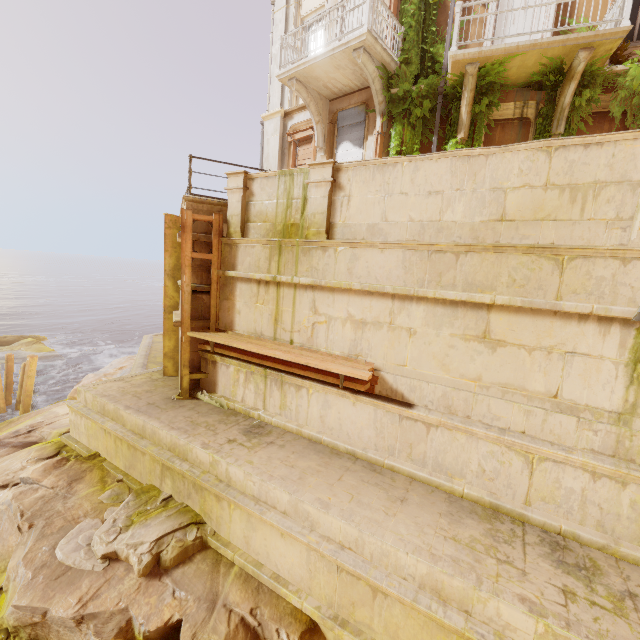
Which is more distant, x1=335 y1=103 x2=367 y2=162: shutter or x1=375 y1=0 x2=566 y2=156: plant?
x1=335 y1=103 x2=367 y2=162: shutter

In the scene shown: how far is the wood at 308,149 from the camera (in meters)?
12.24

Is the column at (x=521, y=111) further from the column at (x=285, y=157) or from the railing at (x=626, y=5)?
the column at (x=285, y=157)

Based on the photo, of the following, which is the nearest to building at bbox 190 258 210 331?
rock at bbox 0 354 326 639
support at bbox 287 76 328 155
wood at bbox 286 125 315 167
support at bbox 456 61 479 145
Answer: rock at bbox 0 354 326 639

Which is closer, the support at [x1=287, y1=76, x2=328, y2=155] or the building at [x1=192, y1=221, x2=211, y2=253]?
the building at [x1=192, y1=221, x2=211, y2=253]

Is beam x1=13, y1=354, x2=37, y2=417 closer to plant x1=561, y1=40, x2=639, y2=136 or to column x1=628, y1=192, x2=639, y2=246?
plant x1=561, y1=40, x2=639, y2=136

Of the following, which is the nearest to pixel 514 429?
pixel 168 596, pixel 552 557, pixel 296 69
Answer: pixel 552 557

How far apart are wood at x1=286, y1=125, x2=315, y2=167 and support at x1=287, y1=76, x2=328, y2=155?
0.1 meters
